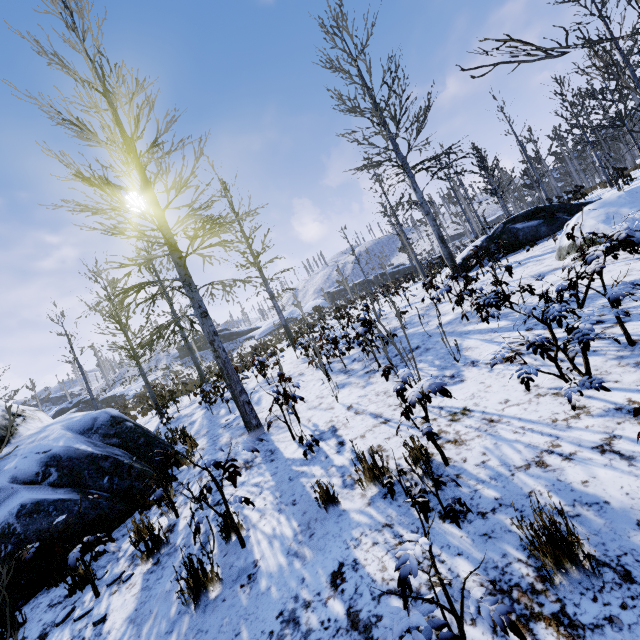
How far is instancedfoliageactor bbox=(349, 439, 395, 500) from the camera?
2.7 meters

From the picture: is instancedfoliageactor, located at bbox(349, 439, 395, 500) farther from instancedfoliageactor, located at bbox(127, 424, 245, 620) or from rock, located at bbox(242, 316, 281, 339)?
rock, located at bbox(242, 316, 281, 339)

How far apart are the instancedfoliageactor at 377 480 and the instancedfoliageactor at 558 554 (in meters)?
1.44

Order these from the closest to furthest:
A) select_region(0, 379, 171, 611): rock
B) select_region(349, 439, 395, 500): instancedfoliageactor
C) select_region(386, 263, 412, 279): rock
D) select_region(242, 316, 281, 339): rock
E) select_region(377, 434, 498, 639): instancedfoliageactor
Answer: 1. select_region(377, 434, 498, 639): instancedfoliageactor
2. select_region(349, 439, 395, 500): instancedfoliageactor
3. select_region(0, 379, 171, 611): rock
4. select_region(386, 263, 412, 279): rock
5. select_region(242, 316, 281, 339): rock

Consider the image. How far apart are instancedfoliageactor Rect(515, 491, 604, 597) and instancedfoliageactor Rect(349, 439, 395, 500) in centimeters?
144cm

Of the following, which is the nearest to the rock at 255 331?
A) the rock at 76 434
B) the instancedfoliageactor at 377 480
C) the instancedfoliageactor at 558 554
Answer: the rock at 76 434

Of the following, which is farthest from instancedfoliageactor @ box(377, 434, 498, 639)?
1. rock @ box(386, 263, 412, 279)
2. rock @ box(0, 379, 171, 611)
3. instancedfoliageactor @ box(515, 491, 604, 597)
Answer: rock @ box(386, 263, 412, 279)

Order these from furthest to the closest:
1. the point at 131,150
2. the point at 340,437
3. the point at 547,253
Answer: the point at 547,253 < the point at 131,150 < the point at 340,437
